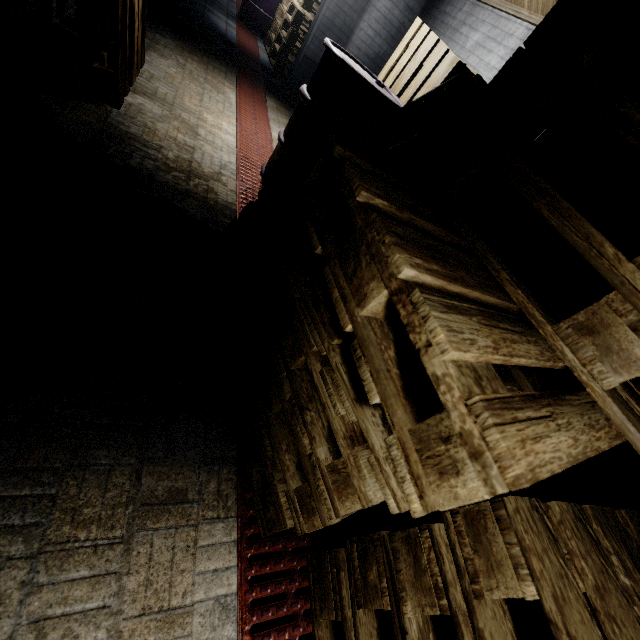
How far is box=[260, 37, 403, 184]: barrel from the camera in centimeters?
210cm

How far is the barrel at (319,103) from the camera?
2.1 meters

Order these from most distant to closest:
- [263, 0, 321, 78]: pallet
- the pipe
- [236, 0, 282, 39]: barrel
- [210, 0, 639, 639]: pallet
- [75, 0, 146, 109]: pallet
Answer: [236, 0, 282, 39]: barrel < [263, 0, 321, 78]: pallet < [75, 0, 146, 109]: pallet < the pipe < [210, 0, 639, 639]: pallet

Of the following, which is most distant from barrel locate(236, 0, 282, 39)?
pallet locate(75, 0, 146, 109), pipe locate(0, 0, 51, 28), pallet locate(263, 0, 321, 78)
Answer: pipe locate(0, 0, 51, 28)

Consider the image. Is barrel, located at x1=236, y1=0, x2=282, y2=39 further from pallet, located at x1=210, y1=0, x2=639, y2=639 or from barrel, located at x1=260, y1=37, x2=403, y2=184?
pallet, located at x1=210, y1=0, x2=639, y2=639

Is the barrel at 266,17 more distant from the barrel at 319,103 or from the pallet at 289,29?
the barrel at 319,103

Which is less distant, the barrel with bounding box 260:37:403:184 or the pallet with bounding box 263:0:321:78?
the barrel with bounding box 260:37:403:184

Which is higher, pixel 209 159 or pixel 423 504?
pixel 423 504
